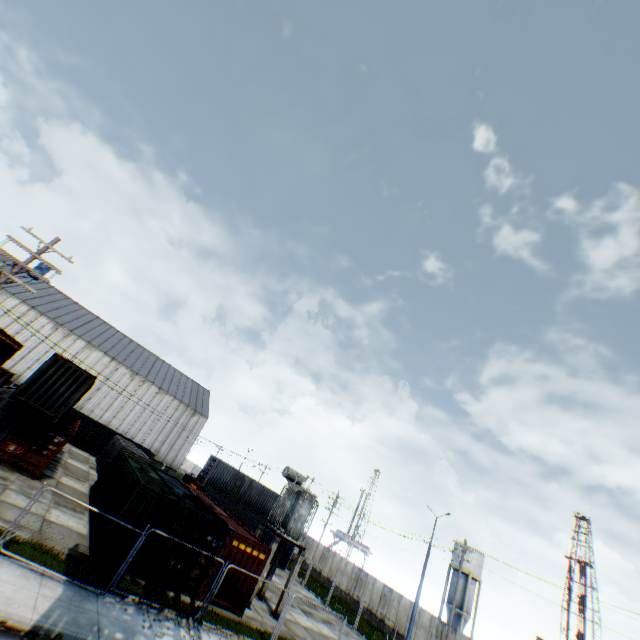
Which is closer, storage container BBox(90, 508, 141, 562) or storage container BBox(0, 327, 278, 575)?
storage container BBox(90, 508, 141, 562)

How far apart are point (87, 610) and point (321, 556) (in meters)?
40.41

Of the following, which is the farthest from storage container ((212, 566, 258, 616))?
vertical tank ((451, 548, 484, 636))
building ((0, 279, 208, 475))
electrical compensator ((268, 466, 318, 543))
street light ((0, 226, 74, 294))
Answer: vertical tank ((451, 548, 484, 636))

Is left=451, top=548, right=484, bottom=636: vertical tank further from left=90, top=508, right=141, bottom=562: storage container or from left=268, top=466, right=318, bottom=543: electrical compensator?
left=90, top=508, right=141, bottom=562: storage container

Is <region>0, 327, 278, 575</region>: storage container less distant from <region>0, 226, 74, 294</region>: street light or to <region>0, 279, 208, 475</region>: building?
<region>0, 226, 74, 294</region>: street light

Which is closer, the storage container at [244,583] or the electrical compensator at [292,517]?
the storage container at [244,583]

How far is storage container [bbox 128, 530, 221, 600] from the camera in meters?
14.0

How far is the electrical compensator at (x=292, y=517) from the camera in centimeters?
2002cm
